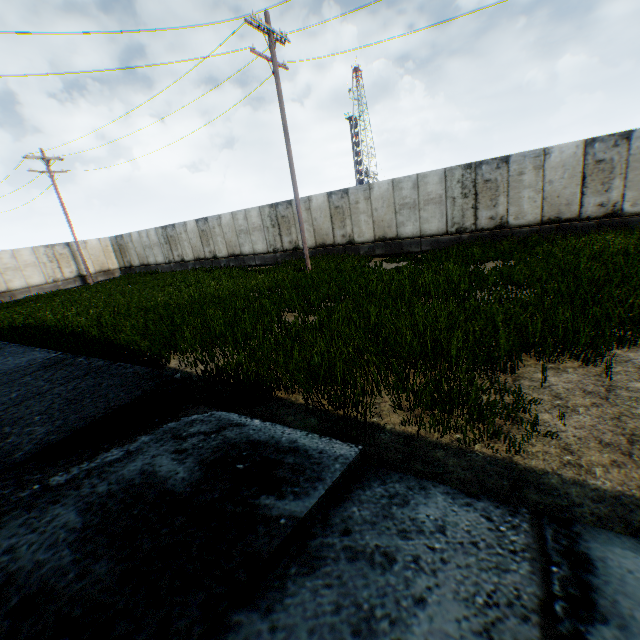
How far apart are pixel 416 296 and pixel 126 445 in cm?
679
